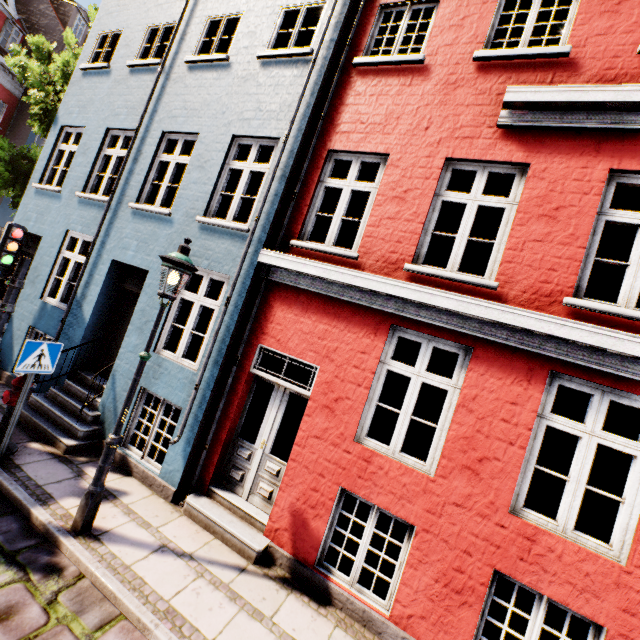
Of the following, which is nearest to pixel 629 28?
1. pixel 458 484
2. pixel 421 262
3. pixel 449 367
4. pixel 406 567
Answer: pixel 421 262

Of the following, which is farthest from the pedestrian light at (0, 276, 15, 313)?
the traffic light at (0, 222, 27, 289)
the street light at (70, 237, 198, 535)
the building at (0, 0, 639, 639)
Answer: the street light at (70, 237, 198, 535)

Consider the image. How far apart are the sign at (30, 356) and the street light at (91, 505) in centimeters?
177cm

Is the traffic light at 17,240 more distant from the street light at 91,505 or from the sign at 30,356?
the street light at 91,505

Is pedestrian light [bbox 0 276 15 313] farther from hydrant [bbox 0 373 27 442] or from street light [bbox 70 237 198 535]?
street light [bbox 70 237 198 535]

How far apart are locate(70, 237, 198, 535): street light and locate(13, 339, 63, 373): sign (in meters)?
1.77

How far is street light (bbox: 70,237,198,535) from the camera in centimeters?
406cm

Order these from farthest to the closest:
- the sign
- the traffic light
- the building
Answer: the traffic light → the sign → the building
